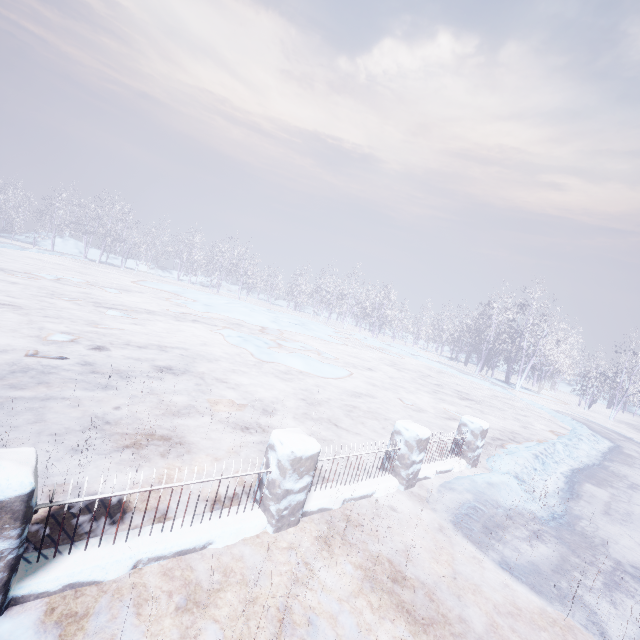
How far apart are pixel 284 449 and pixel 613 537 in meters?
5.7 m
